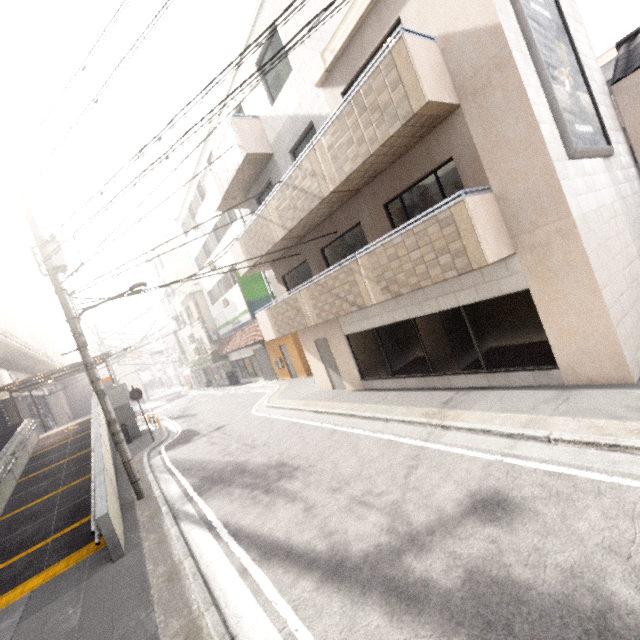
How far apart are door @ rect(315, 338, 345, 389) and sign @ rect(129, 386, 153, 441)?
10.1m

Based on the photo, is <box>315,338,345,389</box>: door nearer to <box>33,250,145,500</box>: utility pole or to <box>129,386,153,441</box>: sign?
<box>33,250,145,500</box>: utility pole

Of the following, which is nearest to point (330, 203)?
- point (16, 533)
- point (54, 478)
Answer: point (16, 533)

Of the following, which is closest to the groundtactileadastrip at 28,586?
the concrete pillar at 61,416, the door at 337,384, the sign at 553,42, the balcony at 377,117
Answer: the door at 337,384

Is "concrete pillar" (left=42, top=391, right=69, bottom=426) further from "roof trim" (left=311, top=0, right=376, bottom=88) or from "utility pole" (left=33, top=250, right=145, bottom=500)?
"roof trim" (left=311, top=0, right=376, bottom=88)

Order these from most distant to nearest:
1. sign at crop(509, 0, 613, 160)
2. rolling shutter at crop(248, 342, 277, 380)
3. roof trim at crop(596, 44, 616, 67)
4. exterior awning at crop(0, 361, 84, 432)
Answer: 1. rolling shutter at crop(248, 342, 277, 380)
2. exterior awning at crop(0, 361, 84, 432)
3. roof trim at crop(596, 44, 616, 67)
4. sign at crop(509, 0, 613, 160)

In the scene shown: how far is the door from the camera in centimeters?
1210cm

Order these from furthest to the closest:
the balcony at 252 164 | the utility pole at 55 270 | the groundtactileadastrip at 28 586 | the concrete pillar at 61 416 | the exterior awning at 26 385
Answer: the concrete pillar at 61 416
the exterior awning at 26 385
the balcony at 252 164
the utility pole at 55 270
the groundtactileadastrip at 28 586
